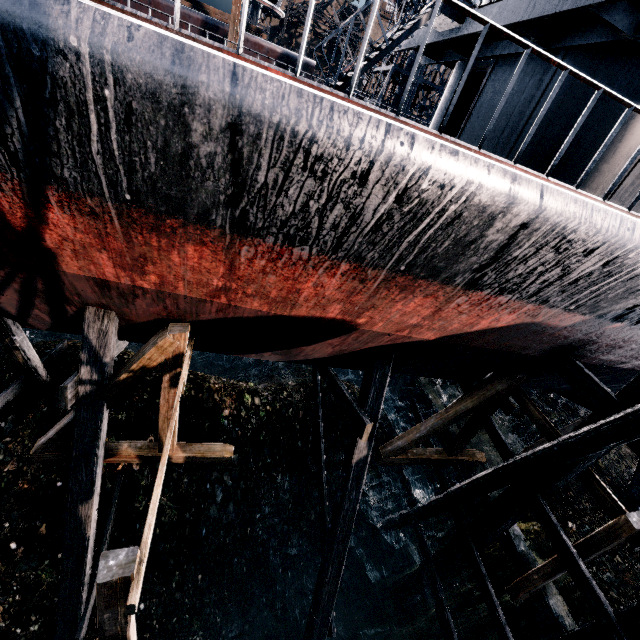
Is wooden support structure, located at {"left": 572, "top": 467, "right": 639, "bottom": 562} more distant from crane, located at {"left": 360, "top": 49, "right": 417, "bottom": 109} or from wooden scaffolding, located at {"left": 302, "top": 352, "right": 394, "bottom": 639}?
crane, located at {"left": 360, "top": 49, "right": 417, "bottom": 109}

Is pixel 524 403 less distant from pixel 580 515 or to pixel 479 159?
pixel 580 515

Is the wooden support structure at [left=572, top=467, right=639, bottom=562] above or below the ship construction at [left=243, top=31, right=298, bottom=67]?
below

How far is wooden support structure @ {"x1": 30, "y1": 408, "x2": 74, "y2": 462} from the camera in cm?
700

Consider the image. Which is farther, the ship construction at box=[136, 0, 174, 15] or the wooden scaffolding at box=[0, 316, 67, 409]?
the ship construction at box=[136, 0, 174, 15]

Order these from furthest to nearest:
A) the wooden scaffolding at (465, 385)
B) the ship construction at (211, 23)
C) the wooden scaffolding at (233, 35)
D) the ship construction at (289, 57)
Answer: the ship construction at (289, 57), the ship construction at (211, 23), the wooden scaffolding at (233, 35), the wooden scaffolding at (465, 385)

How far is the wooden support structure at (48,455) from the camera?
7.00m
